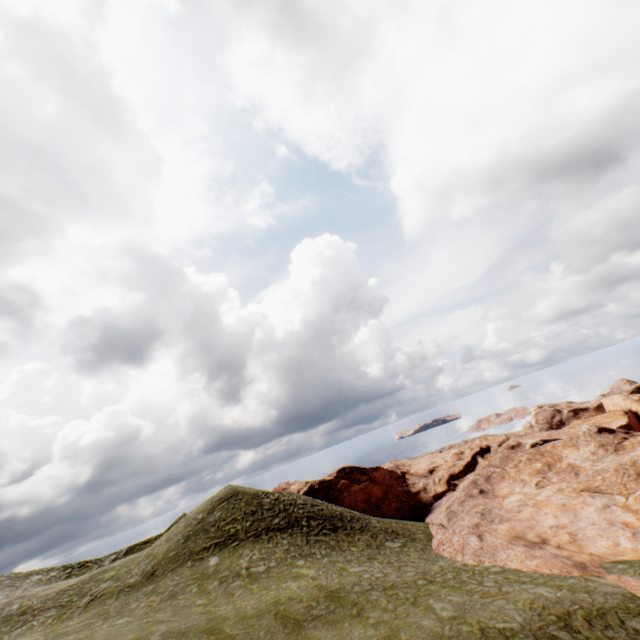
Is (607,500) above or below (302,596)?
below
